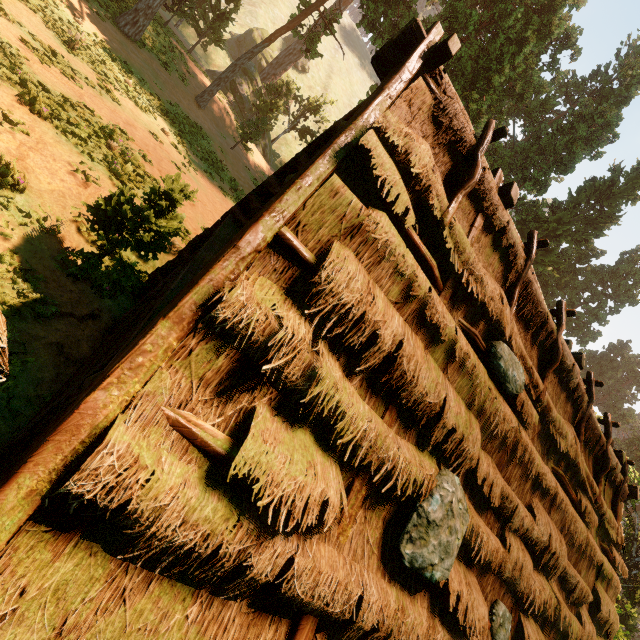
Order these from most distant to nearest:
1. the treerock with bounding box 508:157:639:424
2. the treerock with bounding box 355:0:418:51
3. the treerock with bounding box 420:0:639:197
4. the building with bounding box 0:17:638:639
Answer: the treerock with bounding box 508:157:639:424 < the treerock with bounding box 420:0:639:197 < the treerock with bounding box 355:0:418:51 < the building with bounding box 0:17:638:639

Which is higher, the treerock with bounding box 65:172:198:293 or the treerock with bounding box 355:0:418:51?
the treerock with bounding box 355:0:418:51

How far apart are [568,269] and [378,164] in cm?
5148

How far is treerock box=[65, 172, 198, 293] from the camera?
6.6 meters

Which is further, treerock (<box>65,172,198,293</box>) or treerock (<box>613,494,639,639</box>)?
treerock (<box>613,494,639,639</box>)

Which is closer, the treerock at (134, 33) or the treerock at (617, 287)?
the treerock at (134, 33)
